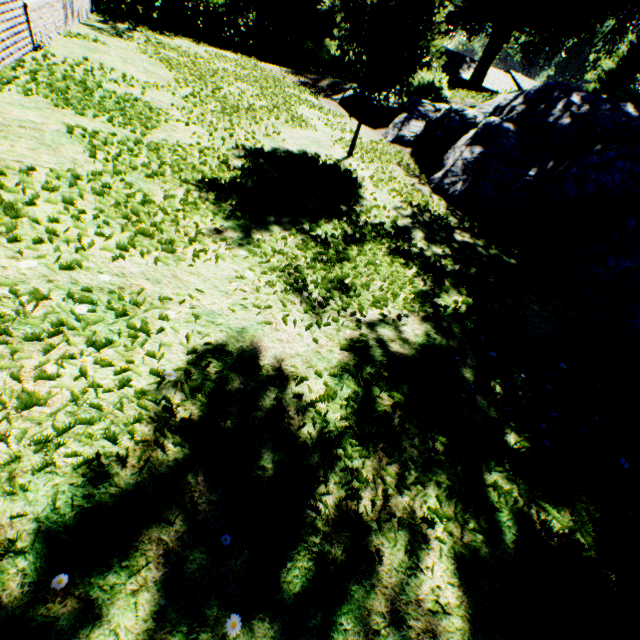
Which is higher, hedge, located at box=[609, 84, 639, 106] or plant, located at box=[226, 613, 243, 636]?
hedge, located at box=[609, 84, 639, 106]

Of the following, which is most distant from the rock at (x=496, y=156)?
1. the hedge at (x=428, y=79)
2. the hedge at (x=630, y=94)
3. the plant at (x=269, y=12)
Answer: the hedge at (x=630, y=94)

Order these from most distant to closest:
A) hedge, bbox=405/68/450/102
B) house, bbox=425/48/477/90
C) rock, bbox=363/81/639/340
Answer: house, bbox=425/48/477/90 < hedge, bbox=405/68/450/102 < rock, bbox=363/81/639/340

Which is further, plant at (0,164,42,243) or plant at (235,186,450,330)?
plant at (235,186,450,330)

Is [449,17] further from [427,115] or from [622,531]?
[622,531]

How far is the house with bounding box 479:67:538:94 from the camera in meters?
43.2

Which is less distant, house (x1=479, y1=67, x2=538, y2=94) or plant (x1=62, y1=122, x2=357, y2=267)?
plant (x1=62, y1=122, x2=357, y2=267)

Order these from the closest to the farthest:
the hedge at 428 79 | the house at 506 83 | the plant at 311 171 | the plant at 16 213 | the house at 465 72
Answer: the plant at 16 213 < the plant at 311 171 < the hedge at 428 79 < the house at 465 72 < the house at 506 83
